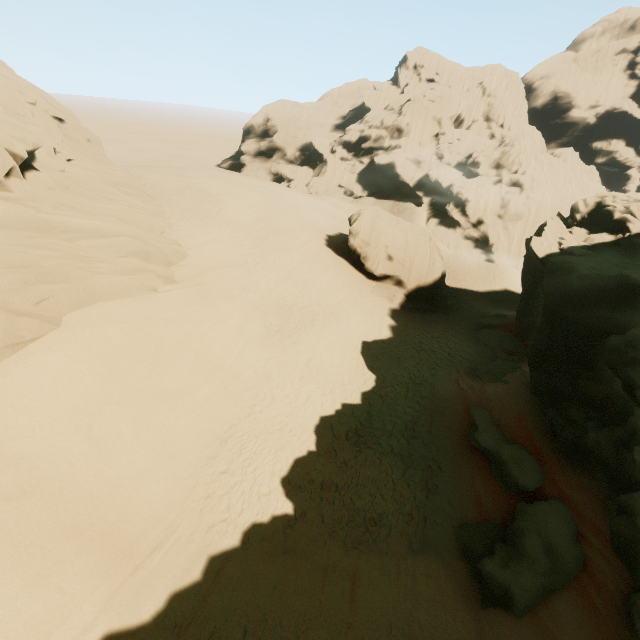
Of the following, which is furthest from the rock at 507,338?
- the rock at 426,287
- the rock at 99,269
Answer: the rock at 426,287

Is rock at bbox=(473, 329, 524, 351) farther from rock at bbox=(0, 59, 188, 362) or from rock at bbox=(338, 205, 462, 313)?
rock at bbox=(338, 205, 462, 313)

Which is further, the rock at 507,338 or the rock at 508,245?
the rock at 507,338

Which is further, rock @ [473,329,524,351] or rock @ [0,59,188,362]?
rock @ [473,329,524,351]

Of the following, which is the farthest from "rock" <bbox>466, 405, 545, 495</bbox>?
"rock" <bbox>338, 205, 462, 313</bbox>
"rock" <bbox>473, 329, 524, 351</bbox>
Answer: "rock" <bbox>338, 205, 462, 313</bbox>

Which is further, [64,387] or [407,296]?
[407,296]
